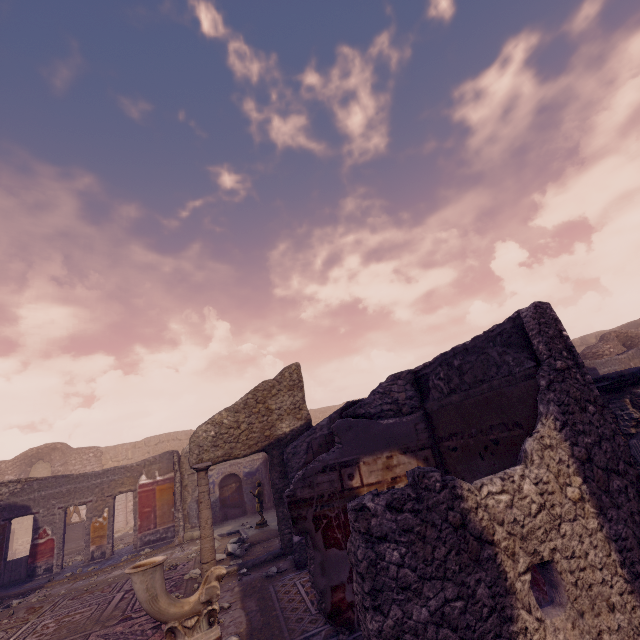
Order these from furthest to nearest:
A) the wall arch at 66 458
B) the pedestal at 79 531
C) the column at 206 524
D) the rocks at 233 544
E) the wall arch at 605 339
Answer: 1. the wall arch at 66 458
2. the pedestal at 79 531
3. the wall arch at 605 339
4. the rocks at 233 544
5. the column at 206 524

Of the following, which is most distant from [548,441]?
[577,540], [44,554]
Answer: [44,554]

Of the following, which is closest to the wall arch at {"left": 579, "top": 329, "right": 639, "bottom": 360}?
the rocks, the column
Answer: the rocks

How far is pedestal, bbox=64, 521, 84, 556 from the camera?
13.8 meters

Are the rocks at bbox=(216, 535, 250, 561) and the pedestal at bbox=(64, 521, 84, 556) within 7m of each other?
no

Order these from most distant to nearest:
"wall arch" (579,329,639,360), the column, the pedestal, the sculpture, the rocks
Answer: the pedestal, "wall arch" (579,329,639,360), the rocks, the column, the sculpture

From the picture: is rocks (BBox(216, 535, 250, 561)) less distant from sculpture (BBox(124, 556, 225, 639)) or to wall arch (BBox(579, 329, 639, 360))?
sculpture (BBox(124, 556, 225, 639))

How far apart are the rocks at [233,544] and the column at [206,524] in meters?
1.0
